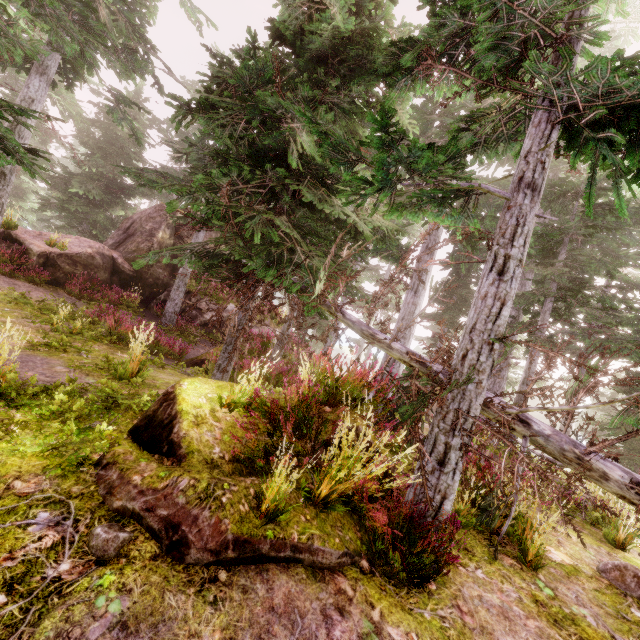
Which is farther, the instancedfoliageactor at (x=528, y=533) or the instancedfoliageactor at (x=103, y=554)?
the instancedfoliageactor at (x=528, y=533)

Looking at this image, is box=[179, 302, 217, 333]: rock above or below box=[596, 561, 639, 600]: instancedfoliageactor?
above

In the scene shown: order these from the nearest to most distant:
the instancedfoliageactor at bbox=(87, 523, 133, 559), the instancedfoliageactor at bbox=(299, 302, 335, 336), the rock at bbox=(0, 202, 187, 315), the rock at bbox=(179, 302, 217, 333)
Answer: the instancedfoliageactor at bbox=(87, 523, 133, 559) → the instancedfoliageactor at bbox=(299, 302, 335, 336) → the rock at bbox=(0, 202, 187, 315) → the rock at bbox=(179, 302, 217, 333)

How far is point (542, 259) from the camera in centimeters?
1266cm

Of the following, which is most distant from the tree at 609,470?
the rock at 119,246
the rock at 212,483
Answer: the rock at 119,246

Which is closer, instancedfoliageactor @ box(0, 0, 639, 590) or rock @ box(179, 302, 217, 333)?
instancedfoliageactor @ box(0, 0, 639, 590)

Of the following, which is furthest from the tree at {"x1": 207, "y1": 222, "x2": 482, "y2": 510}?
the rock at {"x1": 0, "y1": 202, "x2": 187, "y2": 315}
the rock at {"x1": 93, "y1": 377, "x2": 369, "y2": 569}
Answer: the rock at {"x1": 0, "y1": 202, "x2": 187, "y2": 315}
